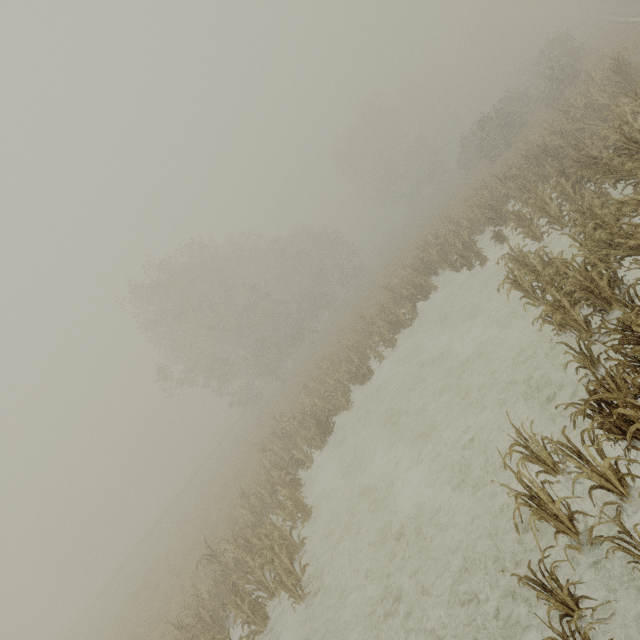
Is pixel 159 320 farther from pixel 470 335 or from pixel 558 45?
pixel 558 45
